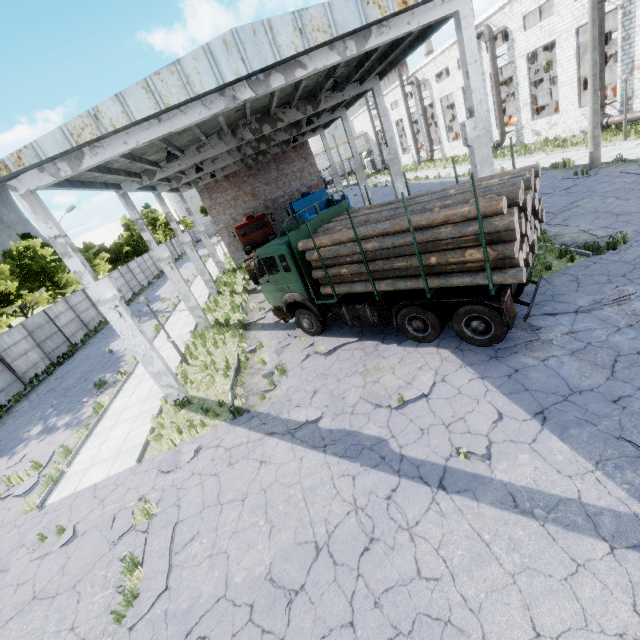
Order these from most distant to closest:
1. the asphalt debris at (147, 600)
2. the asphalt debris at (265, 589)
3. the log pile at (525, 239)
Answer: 1. the log pile at (525, 239)
2. the asphalt debris at (147, 600)
3. the asphalt debris at (265, 589)

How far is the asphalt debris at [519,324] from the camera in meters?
7.9

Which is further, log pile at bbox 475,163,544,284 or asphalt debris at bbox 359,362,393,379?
asphalt debris at bbox 359,362,393,379

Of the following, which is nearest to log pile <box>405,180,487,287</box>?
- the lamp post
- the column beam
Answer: the column beam

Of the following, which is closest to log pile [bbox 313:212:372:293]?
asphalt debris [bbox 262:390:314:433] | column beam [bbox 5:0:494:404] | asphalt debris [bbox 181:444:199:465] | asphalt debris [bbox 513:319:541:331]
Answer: asphalt debris [bbox 513:319:541:331]

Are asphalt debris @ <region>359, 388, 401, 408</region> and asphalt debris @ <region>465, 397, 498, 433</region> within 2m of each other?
yes

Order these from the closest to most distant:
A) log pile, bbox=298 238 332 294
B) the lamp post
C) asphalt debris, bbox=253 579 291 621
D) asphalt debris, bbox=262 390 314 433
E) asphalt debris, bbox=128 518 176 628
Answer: asphalt debris, bbox=253 579 291 621 → asphalt debris, bbox=128 518 176 628 → asphalt debris, bbox=262 390 314 433 → log pile, bbox=298 238 332 294 → the lamp post

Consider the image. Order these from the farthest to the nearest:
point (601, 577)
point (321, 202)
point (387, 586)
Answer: point (321, 202)
point (387, 586)
point (601, 577)
